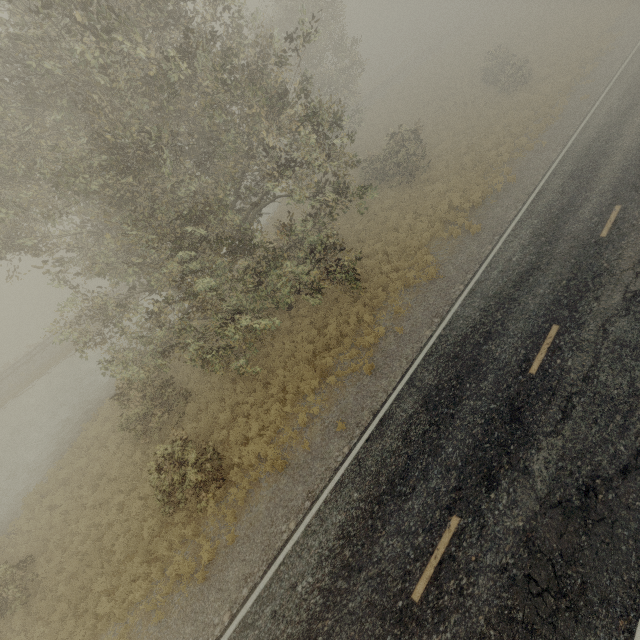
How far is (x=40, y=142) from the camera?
9.5m
